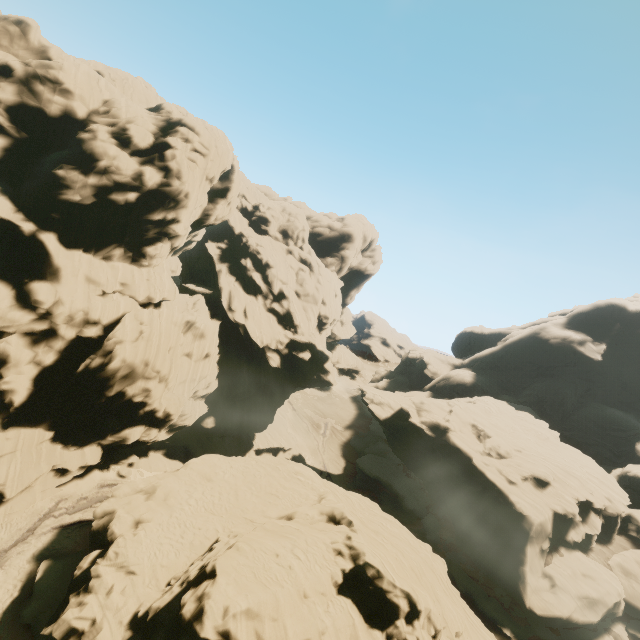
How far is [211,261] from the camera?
54.41m
